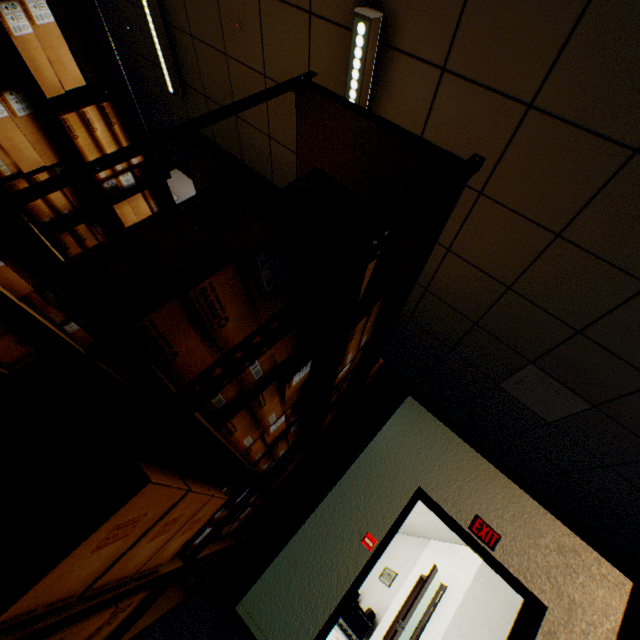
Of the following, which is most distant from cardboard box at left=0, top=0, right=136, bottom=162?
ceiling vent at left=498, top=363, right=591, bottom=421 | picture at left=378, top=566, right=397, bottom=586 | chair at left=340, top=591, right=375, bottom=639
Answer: picture at left=378, top=566, right=397, bottom=586

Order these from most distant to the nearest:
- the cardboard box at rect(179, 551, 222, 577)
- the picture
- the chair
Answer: the picture → the chair → the cardboard box at rect(179, 551, 222, 577)

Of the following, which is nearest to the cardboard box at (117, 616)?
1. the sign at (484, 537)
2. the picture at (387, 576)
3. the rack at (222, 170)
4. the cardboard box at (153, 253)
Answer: the rack at (222, 170)

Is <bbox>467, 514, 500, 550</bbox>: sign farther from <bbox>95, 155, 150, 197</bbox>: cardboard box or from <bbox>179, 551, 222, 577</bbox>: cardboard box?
<bbox>95, 155, 150, 197</bbox>: cardboard box

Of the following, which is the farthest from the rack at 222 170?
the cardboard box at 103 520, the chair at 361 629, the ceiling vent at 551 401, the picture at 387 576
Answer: the picture at 387 576

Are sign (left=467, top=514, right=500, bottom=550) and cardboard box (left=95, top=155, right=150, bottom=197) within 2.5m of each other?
no

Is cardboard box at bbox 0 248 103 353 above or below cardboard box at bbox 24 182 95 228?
below

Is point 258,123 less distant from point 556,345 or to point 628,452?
point 556,345
